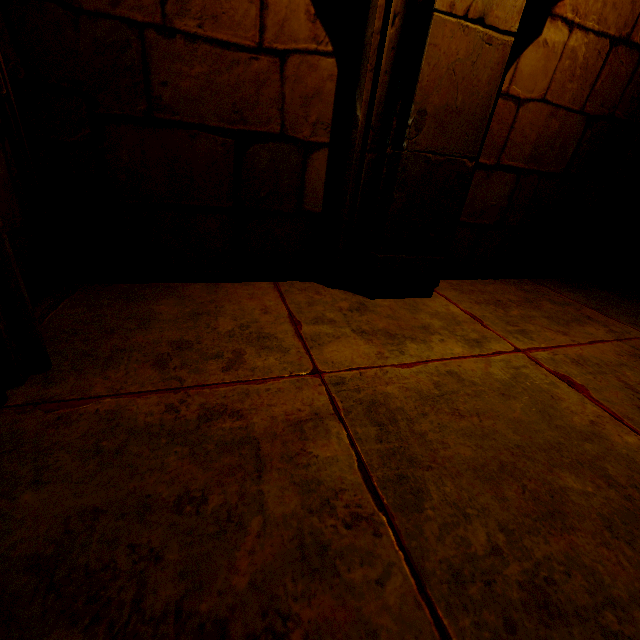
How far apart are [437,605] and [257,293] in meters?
1.5 m
